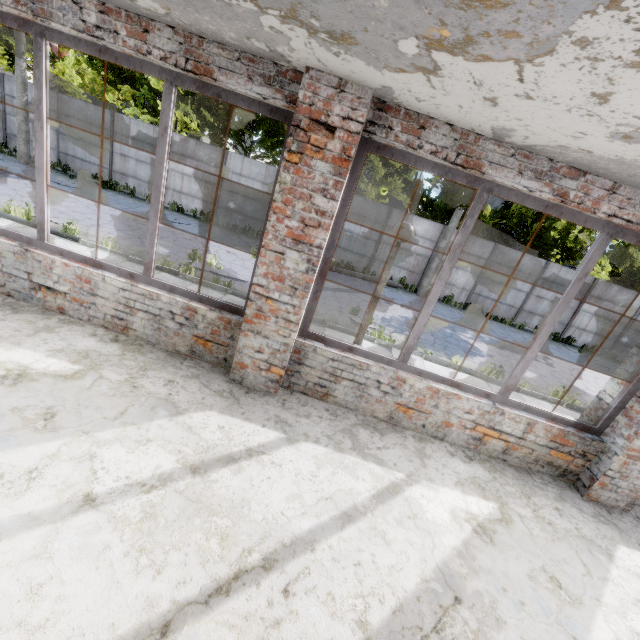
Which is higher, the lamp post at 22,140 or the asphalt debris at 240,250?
the lamp post at 22,140

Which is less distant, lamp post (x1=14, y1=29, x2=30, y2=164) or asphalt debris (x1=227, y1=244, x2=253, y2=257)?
asphalt debris (x1=227, y1=244, x2=253, y2=257)

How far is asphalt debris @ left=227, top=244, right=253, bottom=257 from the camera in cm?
1341

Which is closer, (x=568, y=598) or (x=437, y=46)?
(x=437, y=46)

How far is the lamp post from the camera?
14.3m

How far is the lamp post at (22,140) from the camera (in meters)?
14.34

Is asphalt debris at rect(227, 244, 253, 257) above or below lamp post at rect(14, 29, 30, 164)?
below
